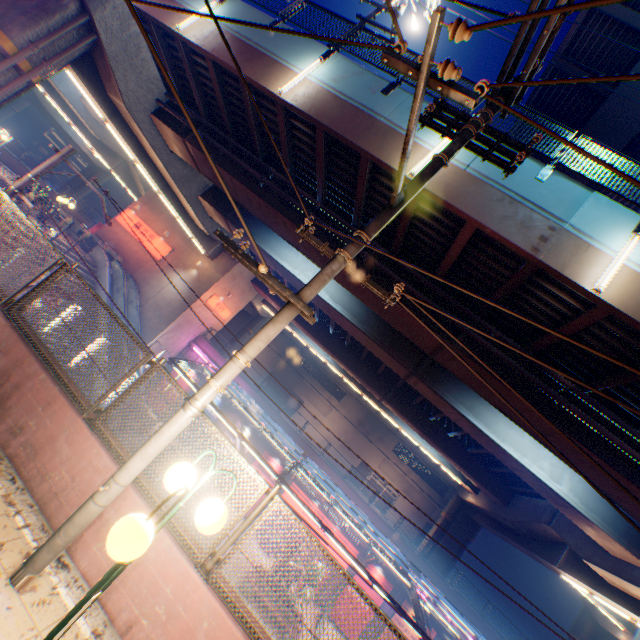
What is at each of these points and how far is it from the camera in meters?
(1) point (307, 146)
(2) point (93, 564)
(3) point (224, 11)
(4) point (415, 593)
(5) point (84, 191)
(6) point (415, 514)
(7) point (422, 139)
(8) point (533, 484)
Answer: (1) overpass support, 11.1 m
(2) concrete block, 3.9 m
(3) overpass support, 11.4 m
(4) canopy, 13.0 m
(5) overpass support, 49.4 m
(6) building, 41.5 m
(7) overpass support, 8.8 m
(8) overpass support, 14.9 m

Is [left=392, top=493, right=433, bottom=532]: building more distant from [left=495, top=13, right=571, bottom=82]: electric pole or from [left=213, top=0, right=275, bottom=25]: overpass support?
[left=495, top=13, right=571, bottom=82]: electric pole

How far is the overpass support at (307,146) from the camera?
9.1 meters

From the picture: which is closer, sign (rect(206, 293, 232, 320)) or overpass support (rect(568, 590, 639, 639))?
overpass support (rect(568, 590, 639, 639))

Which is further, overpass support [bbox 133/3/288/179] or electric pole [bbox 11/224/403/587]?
overpass support [bbox 133/3/288/179]

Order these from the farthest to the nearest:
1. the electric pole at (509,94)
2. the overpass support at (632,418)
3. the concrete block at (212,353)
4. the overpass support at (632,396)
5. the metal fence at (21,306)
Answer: the concrete block at (212,353)
the overpass support at (632,418)
the overpass support at (632,396)
the electric pole at (509,94)
the metal fence at (21,306)

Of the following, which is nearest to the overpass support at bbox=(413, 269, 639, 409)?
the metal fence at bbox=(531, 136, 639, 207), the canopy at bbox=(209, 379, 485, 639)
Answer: the metal fence at bbox=(531, 136, 639, 207)

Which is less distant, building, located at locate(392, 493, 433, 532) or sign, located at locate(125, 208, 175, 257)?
sign, located at locate(125, 208, 175, 257)
